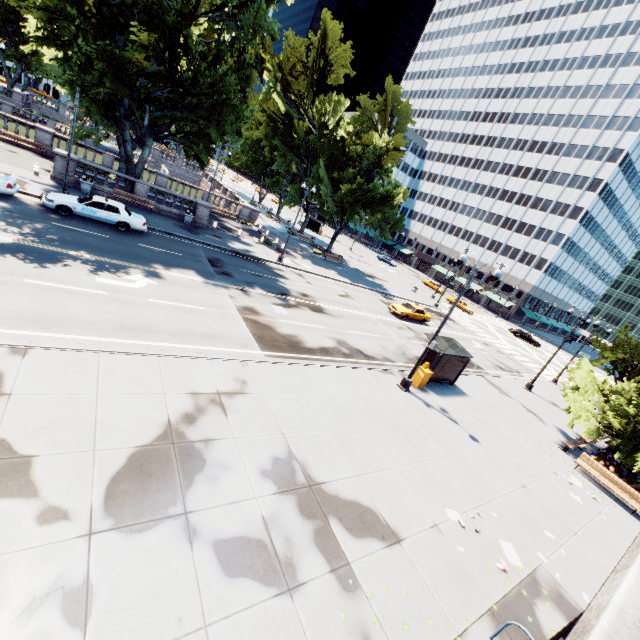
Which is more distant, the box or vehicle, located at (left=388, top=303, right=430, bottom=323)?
vehicle, located at (left=388, top=303, right=430, bottom=323)

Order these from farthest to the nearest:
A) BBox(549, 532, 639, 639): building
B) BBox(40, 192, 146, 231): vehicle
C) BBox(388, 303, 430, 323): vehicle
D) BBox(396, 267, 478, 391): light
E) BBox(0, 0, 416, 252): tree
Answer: BBox(388, 303, 430, 323): vehicle → BBox(40, 192, 146, 231): vehicle → BBox(0, 0, 416, 252): tree → BBox(396, 267, 478, 391): light → BBox(549, 532, 639, 639): building

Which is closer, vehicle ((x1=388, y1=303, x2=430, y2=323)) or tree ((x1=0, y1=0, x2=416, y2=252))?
tree ((x1=0, y1=0, x2=416, y2=252))

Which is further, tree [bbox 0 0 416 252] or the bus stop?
the bus stop

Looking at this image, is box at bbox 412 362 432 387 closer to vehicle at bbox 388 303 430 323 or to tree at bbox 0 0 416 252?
tree at bbox 0 0 416 252

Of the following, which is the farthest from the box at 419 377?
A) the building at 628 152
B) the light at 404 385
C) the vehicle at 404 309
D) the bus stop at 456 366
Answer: the building at 628 152

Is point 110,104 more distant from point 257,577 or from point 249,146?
point 249,146

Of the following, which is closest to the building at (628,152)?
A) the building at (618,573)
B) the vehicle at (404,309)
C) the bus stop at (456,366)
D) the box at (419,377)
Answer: the vehicle at (404,309)
